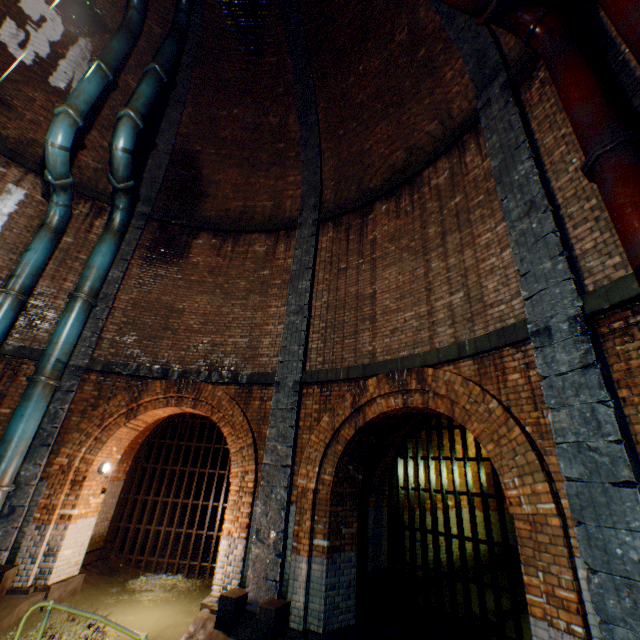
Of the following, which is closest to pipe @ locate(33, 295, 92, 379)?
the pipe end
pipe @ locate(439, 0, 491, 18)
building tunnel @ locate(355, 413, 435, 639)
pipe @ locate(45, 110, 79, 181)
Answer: pipe @ locate(45, 110, 79, 181)

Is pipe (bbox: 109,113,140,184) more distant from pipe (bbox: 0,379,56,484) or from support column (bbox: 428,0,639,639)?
support column (bbox: 428,0,639,639)

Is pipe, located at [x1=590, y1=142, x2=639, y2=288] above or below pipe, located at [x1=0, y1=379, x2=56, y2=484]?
above

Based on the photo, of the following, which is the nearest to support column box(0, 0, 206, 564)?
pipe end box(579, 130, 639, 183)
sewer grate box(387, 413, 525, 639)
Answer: sewer grate box(387, 413, 525, 639)

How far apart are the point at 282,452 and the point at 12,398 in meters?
6.2

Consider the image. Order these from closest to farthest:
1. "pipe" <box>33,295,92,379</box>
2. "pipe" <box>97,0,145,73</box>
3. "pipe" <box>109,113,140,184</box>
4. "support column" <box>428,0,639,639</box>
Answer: "support column" <box>428,0,639,639</box> → "pipe" <box>33,295,92,379</box> → "pipe" <box>109,113,140,184</box> → "pipe" <box>97,0,145,73</box>

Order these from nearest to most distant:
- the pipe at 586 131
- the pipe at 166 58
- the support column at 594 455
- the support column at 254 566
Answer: the support column at 594 455
the pipe at 586 131
the support column at 254 566
the pipe at 166 58

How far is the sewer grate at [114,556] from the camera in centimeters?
870cm
